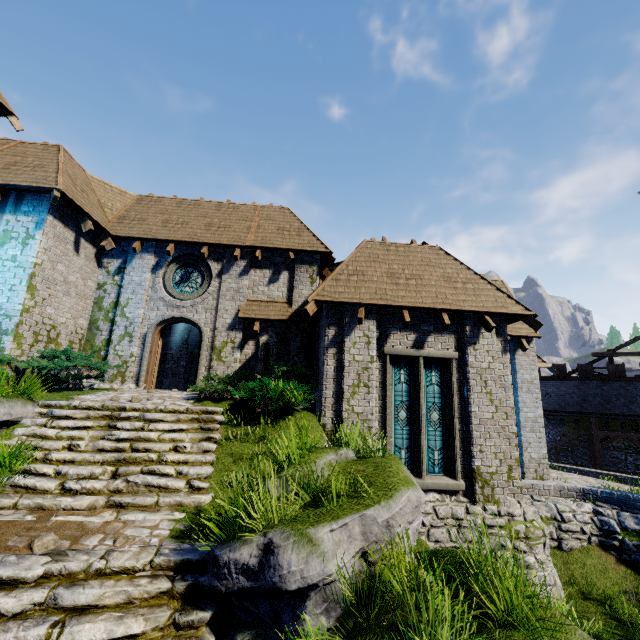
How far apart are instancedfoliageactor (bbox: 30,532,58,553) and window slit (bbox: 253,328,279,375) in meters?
7.4

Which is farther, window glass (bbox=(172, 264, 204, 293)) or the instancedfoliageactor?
window glass (bbox=(172, 264, 204, 293))

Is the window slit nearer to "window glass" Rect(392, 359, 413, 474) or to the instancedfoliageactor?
"window glass" Rect(392, 359, 413, 474)

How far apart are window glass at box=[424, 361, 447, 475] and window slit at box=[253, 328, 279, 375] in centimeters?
536cm

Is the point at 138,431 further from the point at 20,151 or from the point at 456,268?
the point at 20,151

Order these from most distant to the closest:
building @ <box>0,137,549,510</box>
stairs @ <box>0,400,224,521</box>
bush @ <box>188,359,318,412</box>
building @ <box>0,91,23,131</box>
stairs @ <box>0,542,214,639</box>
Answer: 1. building @ <box>0,91,23,131</box>
2. building @ <box>0,137,549,510</box>
3. bush @ <box>188,359,318,412</box>
4. stairs @ <box>0,400,224,521</box>
5. stairs @ <box>0,542,214,639</box>

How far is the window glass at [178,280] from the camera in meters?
13.2

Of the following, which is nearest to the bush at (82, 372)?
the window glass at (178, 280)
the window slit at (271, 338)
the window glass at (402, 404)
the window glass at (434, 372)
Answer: the window glass at (178, 280)
